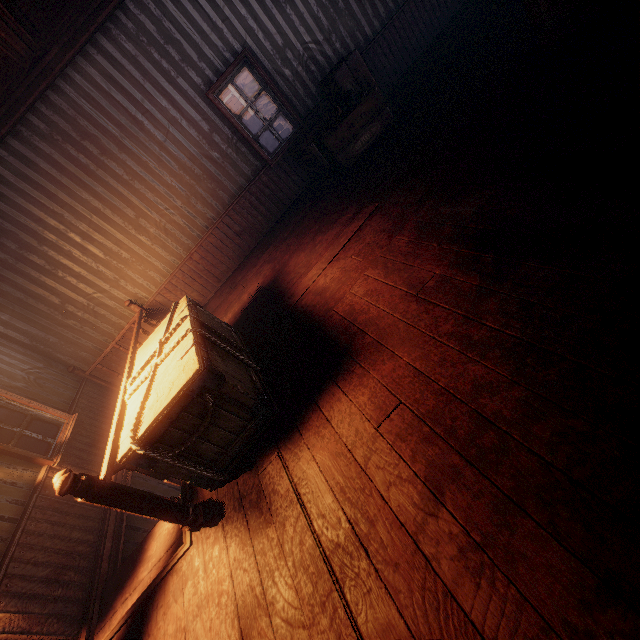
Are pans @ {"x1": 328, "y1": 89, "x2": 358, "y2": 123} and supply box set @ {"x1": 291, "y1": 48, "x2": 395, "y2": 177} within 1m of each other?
yes

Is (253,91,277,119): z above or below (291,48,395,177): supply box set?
below

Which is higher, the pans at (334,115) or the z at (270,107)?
the pans at (334,115)

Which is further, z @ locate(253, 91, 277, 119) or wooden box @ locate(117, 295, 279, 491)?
z @ locate(253, 91, 277, 119)

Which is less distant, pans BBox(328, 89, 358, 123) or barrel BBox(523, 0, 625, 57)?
barrel BBox(523, 0, 625, 57)

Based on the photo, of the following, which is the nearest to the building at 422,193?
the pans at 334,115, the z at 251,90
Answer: the z at 251,90

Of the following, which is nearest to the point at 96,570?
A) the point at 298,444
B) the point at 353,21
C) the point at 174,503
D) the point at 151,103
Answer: the point at 174,503

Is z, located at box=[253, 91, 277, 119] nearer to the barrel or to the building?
the building
